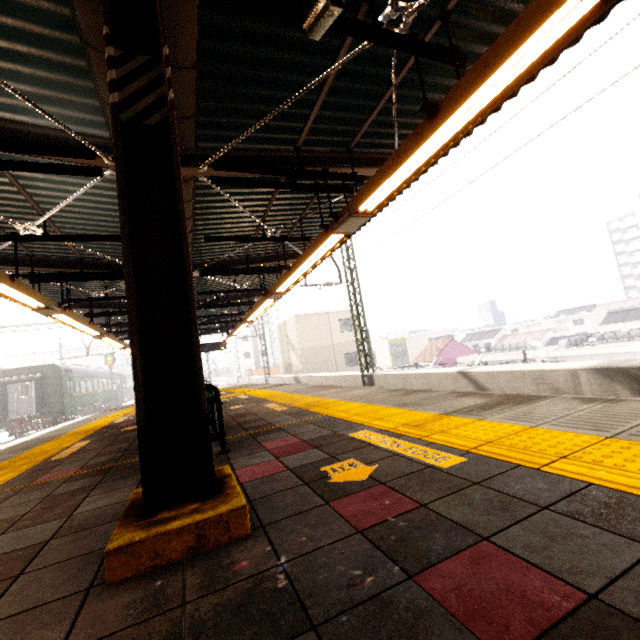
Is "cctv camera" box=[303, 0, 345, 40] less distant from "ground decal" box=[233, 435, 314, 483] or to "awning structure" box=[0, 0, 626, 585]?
"awning structure" box=[0, 0, 626, 585]

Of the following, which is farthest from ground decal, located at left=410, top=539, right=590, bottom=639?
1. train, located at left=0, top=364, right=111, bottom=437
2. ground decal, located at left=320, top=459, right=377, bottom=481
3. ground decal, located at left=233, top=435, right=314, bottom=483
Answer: train, located at left=0, top=364, right=111, bottom=437

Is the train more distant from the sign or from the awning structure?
the sign

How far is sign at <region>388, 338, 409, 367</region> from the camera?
37.53m

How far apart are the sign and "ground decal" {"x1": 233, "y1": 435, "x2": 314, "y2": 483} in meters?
35.1

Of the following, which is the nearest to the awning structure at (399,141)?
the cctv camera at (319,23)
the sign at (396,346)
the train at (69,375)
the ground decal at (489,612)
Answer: the cctv camera at (319,23)

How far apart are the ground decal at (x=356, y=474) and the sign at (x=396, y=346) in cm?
3599

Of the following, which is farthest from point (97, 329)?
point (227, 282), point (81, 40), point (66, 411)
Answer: point (66, 411)
